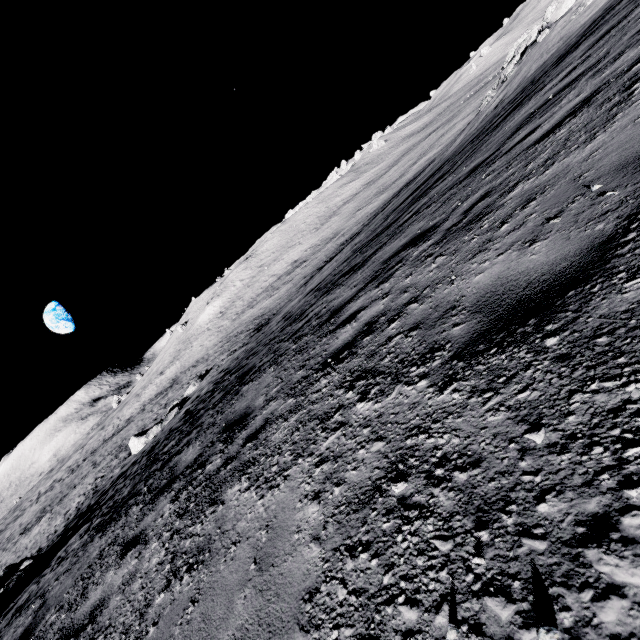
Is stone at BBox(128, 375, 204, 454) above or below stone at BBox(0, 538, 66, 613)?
below

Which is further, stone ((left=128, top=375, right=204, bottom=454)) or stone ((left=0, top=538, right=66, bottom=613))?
stone ((left=128, top=375, right=204, bottom=454))

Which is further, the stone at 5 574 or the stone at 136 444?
the stone at 136 444

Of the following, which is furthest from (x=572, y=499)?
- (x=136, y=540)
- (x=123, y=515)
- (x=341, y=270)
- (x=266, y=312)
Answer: (x=266, y=312)

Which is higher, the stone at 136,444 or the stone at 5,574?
the stone at 5,574

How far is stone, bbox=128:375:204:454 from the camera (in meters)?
23.84
